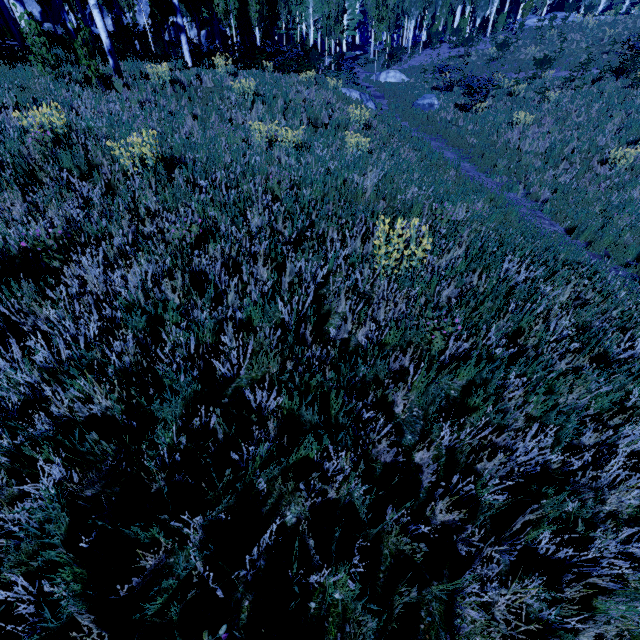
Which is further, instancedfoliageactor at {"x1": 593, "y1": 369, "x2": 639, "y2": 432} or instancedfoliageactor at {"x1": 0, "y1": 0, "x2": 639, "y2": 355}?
instancedfoliageactor at {"x1": 0, "y1": 0, "x2": 639, "y2": 355}

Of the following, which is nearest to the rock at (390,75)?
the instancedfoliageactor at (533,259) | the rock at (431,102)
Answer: the instancedfoliageactor at (533,259)

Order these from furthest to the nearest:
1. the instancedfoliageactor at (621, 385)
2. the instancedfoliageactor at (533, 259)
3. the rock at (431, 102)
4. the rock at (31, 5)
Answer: the rock at (31, 5)
the rock at (431, 102)
the instancedfoliageactor at (533, 259)
the instancedfoliageactor at (621, 385)

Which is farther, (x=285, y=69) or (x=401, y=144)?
(x=285, y=69)

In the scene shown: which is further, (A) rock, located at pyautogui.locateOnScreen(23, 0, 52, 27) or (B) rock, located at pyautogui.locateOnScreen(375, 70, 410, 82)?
(A) rock, located at pyautogui.locateOnScreen(23, 0, 52, 27)

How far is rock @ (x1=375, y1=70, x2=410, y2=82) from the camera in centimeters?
2642cm

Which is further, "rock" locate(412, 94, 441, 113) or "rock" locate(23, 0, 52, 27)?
"rock" locate(23, 0, 52, 27)

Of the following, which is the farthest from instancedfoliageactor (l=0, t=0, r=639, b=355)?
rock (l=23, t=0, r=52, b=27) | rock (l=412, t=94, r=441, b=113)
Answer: rock (l=412, t=94, r=441, b=113)
